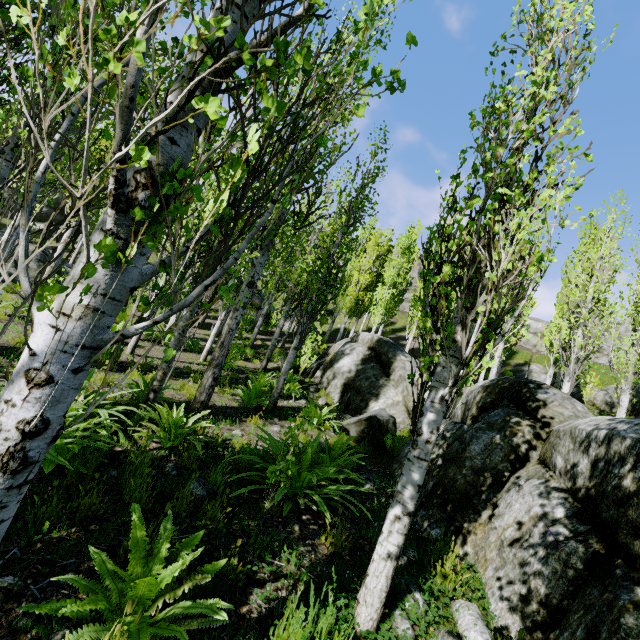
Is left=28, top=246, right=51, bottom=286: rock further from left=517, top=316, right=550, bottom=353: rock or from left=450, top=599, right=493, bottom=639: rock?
left=517, top=316, right=550, bottom=353: rock

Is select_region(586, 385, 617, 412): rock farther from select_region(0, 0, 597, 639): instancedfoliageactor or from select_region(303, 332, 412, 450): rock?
select_region(303, 332, 412, 450): rock

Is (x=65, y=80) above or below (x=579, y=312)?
below

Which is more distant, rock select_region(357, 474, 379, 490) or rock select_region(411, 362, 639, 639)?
rock select_region(357, 474, 379, 490)

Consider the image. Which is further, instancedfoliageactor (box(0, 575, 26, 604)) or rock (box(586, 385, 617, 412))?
rock (box(586, 385, 617, 412))

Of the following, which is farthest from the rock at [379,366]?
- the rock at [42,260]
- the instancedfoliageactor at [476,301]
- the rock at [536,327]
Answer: the rock at [536,327]

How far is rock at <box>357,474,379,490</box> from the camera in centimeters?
496cm

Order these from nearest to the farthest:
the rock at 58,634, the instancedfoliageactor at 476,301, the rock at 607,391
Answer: the instancedfoliageactor at 476,301 < the rock at 58,634 < the rock at 607,391
